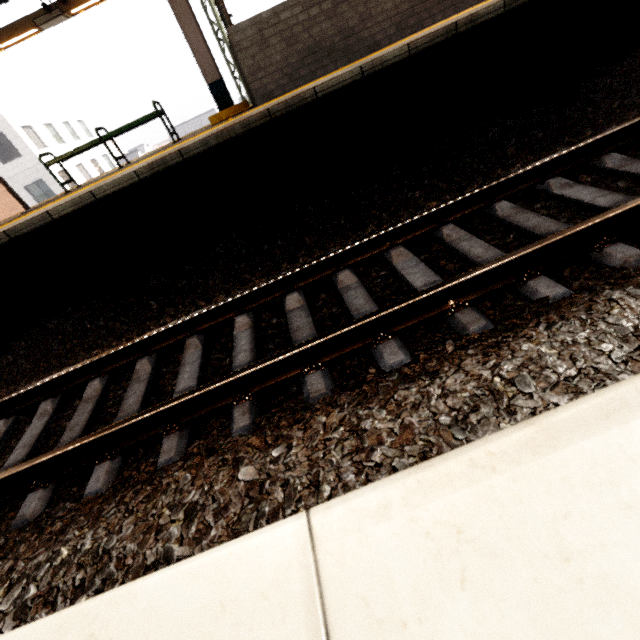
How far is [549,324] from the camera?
1.64m

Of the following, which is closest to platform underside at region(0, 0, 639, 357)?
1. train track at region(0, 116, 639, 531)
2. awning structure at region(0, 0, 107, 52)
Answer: train track at region(0, 116, 639, 531)

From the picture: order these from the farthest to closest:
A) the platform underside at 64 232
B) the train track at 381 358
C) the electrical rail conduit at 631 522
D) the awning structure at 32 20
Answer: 1. the awning structure at 32 20
2. the platform underside at 64 232
3. the train track at 381 358
4. the electrical rail conduit at 631 522

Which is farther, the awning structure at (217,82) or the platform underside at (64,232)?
the awning structure at (217,82)

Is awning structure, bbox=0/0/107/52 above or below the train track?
above

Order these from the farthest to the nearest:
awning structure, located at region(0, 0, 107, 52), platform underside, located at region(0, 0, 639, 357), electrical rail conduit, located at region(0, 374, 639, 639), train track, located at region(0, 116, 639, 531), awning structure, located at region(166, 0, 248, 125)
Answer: awning structure, located at region(0, 0, 107, 52), awning structure, located at region(166, 0, 248, 125), platform underside, located at region(0, 0, 639, 357), train track, located at region(0, 116, 639, 531), electrical rail conduit, located at region(0, 374, 639, 639)

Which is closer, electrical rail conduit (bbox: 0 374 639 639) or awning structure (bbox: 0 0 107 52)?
electrical rail conduit (bbox: 0 374 639 639)

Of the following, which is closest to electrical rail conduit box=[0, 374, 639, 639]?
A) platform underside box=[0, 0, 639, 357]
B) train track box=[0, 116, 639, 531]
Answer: train track box=[0, 116, 639, 531]
